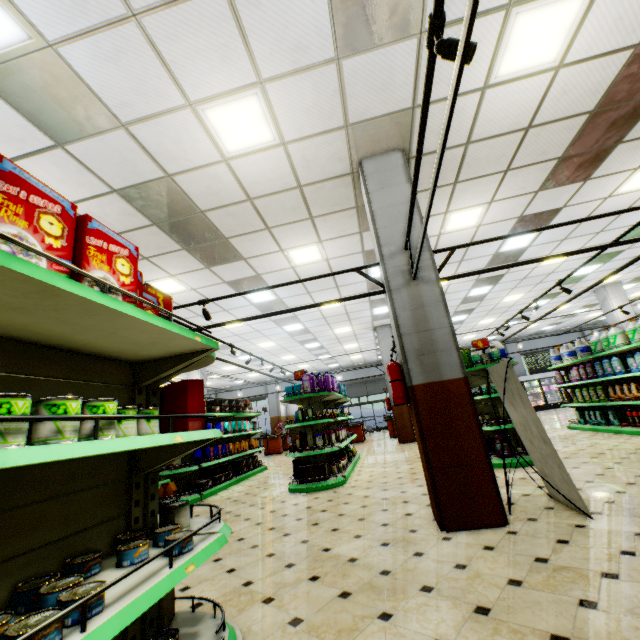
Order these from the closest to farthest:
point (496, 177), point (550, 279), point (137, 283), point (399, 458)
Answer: point (137, 283) < point (496, 177) < point (399, 458) < point (550, 279)

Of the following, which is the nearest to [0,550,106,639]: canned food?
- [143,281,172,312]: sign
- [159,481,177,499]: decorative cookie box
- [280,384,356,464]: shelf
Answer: [143,281,172,312]: sign

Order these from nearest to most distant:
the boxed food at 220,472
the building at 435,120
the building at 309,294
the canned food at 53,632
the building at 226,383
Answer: the canned food at 53,632 → the building at 435,120 → the boxed food at 220,472 → the building at 309,294 → the building at 226,383

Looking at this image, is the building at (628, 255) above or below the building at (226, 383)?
below

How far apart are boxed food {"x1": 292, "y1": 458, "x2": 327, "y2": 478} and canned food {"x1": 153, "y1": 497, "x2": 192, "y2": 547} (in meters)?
5.09

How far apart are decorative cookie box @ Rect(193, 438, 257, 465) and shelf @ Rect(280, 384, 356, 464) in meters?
2.2 m

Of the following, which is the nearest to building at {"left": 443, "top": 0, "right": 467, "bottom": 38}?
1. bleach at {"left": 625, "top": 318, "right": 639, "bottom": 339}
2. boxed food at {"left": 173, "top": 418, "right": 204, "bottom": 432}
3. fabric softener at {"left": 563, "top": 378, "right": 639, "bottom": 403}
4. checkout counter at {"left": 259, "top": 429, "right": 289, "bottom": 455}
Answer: checkout counter at {"left": 259, "top": 429, "right": 289, "bottom": 455}
